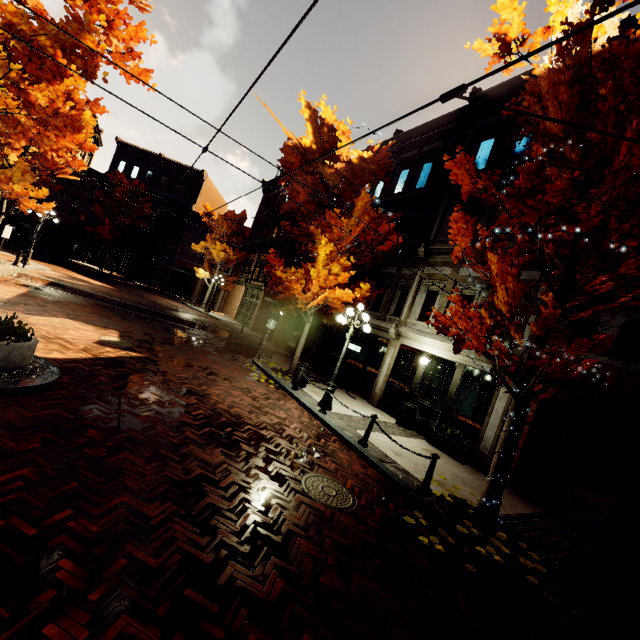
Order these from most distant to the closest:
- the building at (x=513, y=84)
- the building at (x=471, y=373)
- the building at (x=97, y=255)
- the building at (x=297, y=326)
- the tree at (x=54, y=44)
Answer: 1. the building at (x=97, y=255)
2. the building at (x=297, y=326)
3. the building at (x=513, y=84)
4. the building at (x=471, y=373)
5. the tree at (x=54, y=44)

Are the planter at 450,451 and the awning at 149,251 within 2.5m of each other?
no

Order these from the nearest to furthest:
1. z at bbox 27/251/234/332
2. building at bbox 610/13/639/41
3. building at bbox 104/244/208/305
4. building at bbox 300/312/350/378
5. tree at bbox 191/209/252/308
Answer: building at bbox 610/13/639/41 → building at bbox 300/312/350/378 → z at bbox 27/251/234/332 → tree at bbox 191/209/252/308 → building at bbox 104/244/208/305

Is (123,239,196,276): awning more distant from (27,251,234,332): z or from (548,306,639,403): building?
(27,251,234,332): z

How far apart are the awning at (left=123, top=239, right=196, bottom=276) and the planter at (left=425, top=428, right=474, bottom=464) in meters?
32.3 m

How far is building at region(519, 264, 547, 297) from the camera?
9.90m

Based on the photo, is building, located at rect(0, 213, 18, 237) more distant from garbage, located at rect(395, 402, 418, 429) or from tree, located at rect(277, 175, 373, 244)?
tree, located at rect(277, 175, 373, 244)

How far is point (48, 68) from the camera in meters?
7.5
